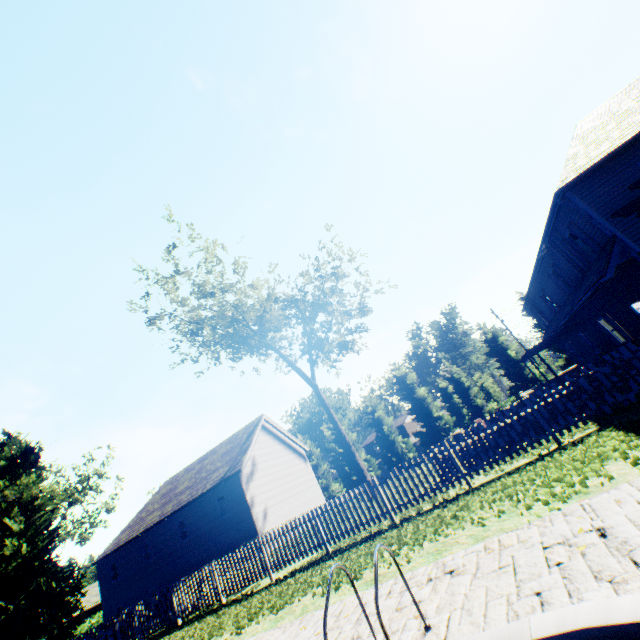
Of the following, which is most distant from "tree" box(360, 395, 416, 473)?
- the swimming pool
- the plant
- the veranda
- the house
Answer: the veranda

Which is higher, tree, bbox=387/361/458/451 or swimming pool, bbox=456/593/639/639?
tree, bbox=387/361/458/451

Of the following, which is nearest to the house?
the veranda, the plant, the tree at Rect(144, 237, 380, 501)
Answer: the tree at Rect(144, 237, 380, 501)

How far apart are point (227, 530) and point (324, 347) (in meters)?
16.12

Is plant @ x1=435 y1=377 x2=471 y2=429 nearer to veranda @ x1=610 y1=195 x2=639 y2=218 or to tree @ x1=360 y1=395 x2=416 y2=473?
tree @ x1=360 y1=395 x2=416 y2=473

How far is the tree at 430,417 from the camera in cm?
3603

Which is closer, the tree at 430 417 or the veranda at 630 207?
the veranda at 630 207

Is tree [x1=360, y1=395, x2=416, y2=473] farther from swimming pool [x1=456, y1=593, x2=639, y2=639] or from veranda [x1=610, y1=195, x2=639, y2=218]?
veranda [x1=610, y1=195, x2=639, y2=218]
